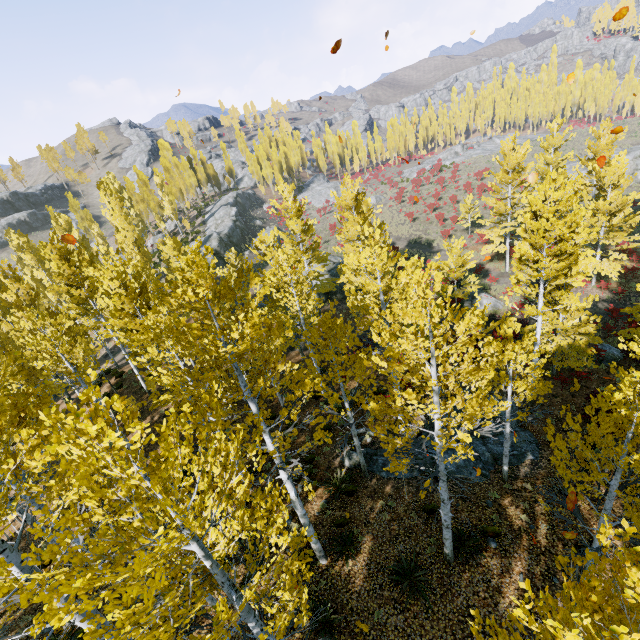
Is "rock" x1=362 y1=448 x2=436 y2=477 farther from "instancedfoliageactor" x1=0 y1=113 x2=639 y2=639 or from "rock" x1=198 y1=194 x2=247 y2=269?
"rock" x1=198 y1=194 x2=247 y2=269

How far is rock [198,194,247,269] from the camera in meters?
42.9

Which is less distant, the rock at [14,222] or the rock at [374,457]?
the rock at [374,457]

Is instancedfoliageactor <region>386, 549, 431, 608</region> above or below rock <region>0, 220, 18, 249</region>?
below

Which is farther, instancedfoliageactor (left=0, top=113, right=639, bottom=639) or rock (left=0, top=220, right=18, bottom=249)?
rock (left=0, top=220, right=18, bottom=249)

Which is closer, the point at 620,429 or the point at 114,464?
the point at 114,464

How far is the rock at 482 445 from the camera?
12.55m

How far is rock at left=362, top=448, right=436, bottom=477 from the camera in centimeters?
1298cm
